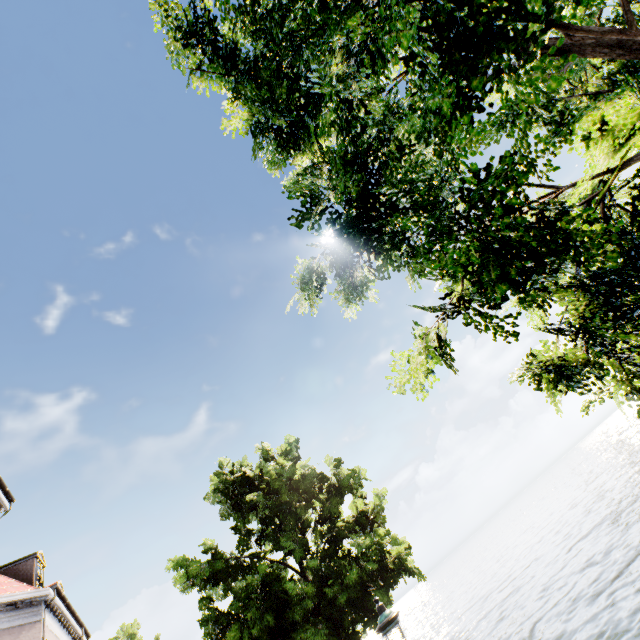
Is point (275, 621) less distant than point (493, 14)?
No

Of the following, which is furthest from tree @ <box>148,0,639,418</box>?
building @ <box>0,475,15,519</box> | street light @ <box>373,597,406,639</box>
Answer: building @ <box>0,475,15,519</box>

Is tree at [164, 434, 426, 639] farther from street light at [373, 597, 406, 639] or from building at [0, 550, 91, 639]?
building at [0, 550, 91, 639]

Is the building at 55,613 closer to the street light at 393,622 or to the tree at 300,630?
the tree at 300,630

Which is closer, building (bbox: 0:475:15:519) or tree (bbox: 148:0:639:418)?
tree (bbox: 148:0:639:418)

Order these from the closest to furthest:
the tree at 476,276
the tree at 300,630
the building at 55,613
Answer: the tree at 476,276 < the tree at 300,630 < the building at 55,613
